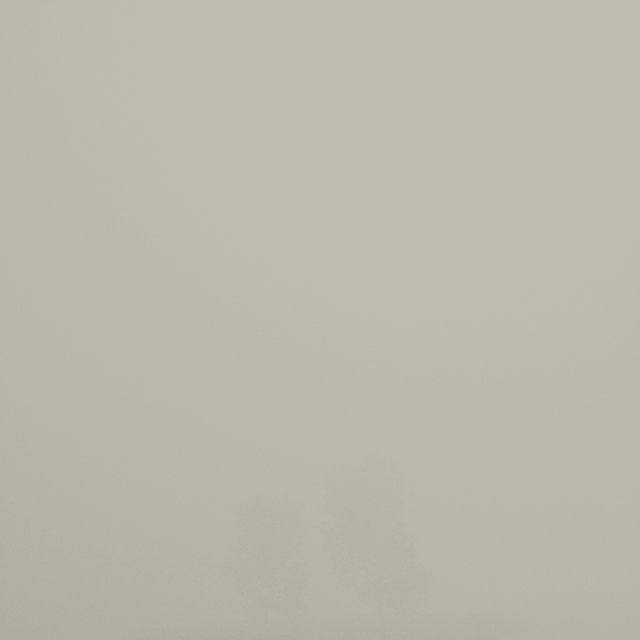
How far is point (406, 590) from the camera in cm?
3328
